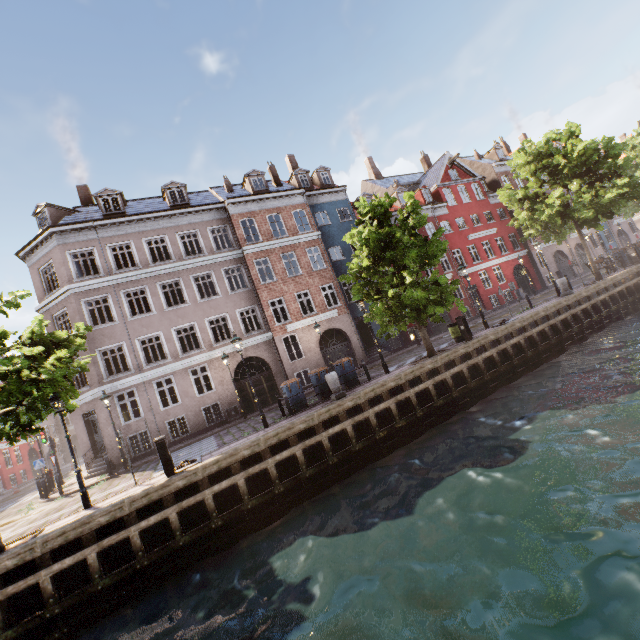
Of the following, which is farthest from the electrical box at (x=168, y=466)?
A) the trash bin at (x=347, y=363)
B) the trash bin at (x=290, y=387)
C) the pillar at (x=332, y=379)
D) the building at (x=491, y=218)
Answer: the building at (x=491, y=218)

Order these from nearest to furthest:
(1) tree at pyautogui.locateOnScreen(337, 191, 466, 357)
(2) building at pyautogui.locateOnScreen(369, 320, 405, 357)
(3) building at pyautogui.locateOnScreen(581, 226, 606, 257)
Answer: (1) tree at pyautogui.locateOnScreen(337, 191, 466, 357) → (2) building at pyautogui.locateOnScreen(369, 320, 405, 357) → (3) building at pyautogui.locateOnScreen(581, 226, 606, 257)

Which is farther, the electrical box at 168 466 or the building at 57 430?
the building at 57 430

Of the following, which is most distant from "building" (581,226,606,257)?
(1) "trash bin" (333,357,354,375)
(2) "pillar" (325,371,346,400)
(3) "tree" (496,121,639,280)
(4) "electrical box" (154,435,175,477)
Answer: (4) "electrical box" (154,435,175,477)

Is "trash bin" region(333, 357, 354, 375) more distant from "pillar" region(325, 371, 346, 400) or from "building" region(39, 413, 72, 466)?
"building" region(39, 413, 72, 466)

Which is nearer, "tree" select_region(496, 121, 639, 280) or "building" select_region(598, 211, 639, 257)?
"tree" select_region(496, 121, 639, 280)

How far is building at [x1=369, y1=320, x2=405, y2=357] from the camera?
24.1m

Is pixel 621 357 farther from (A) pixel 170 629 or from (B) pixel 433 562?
(A) pixel 170 629
